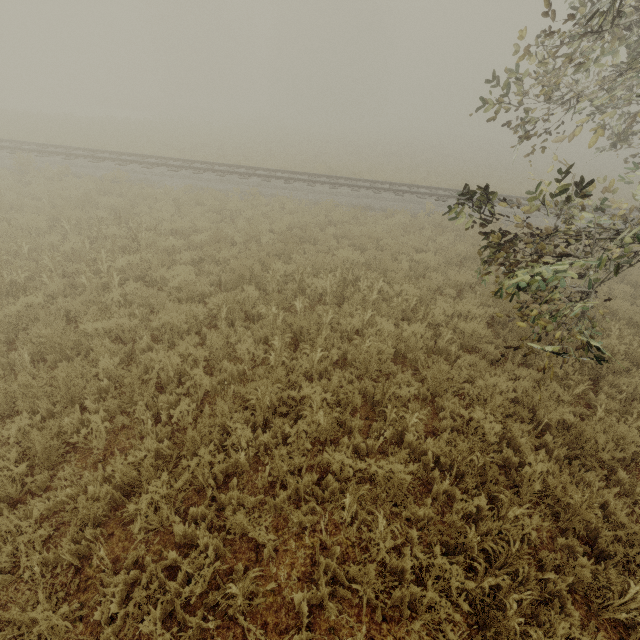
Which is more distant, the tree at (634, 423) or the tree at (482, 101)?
the tree at (634, 423)

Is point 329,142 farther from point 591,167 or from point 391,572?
point 391,572

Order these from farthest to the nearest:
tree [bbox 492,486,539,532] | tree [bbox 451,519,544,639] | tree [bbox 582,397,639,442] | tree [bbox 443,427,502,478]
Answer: tree [bbox 582,397,639,442]
tree [bbox 443,427,502,478]
tree [bbox 492,486,539,532]
tree [bbox 451,519,544,639]

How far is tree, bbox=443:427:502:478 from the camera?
4.25m

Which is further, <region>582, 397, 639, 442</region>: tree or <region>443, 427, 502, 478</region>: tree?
<region>582, 397, 639, 442</region>: tree

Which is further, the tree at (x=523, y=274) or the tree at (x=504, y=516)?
the tree at (x=523, y=274)
